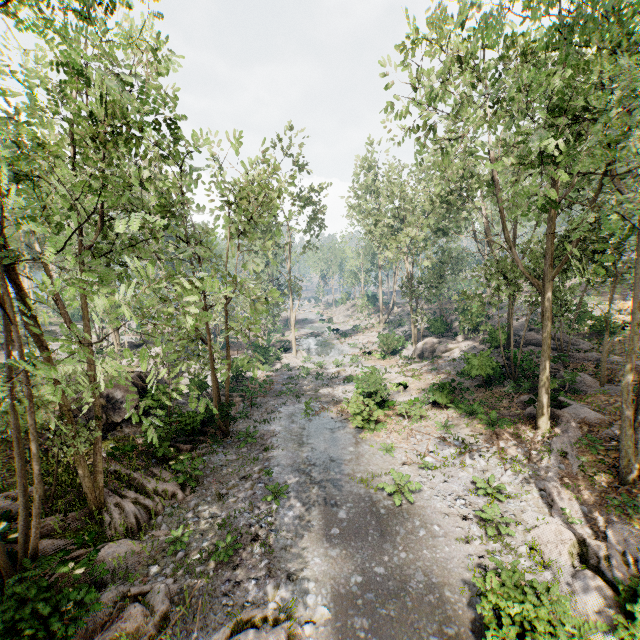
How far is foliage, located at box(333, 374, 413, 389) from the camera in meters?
20.6 m

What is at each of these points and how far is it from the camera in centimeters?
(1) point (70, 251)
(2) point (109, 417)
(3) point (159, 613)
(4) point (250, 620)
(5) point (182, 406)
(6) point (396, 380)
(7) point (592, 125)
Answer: (1) foliage, 925cm
(2) rock, 1750cm
(3) foliage, 870cm
(4) foliage, 851cm
(5) rock, 1950cm
(6) foliage, 2623cm
(7) foliage, 1091cm

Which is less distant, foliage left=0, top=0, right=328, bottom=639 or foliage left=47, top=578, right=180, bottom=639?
foliage left=0, top=0, right=328, bottom=639

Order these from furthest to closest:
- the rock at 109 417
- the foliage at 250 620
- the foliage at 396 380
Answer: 1. the foliage at 396 380
2. the rock at 109 417
3. the foliage at 250 620

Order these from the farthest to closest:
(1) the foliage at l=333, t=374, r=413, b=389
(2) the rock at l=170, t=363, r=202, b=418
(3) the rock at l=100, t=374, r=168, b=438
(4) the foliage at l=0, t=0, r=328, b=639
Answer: (1) the foliage at l=333, t=374, r=413, b=389 < (2) the rock at l=170, t=363, r=202, b=418 < (3) the rock at l=100, t=374, r=168, b=438 < (4) the foliage at l=0, t=0, r=328, b=639

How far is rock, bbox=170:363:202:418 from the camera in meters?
18.8 m

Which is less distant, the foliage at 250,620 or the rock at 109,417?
the foliage at 250,620
